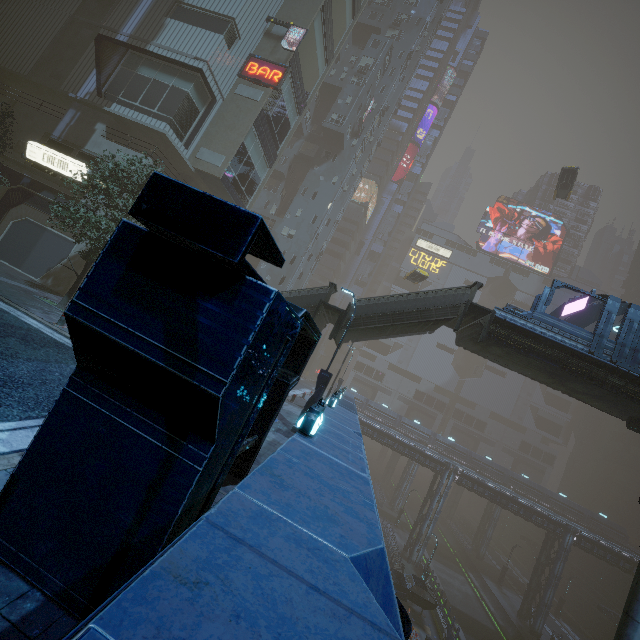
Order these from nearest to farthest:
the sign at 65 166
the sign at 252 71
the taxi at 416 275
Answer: the sign at 65 166 → the sign at 252 71 → the taxi at 416 275

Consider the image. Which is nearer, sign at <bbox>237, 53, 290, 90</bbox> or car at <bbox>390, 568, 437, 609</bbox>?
sign at <bbox>237, 53, 290, 90</bbox>

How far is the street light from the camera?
14.0m

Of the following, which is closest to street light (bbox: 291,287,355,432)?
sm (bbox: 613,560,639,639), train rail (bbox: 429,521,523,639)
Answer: sm (bbox: 613,560,639,639)

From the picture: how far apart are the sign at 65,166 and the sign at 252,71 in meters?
12.7 m

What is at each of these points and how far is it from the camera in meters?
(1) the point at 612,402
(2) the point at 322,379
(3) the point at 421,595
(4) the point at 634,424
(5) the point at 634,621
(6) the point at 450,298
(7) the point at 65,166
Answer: (1) bridge, 16.3 m
(2) street light, 14.3 m
(3) car, 27.3 m
(4) building structure, 16.4 m
(5) sm, 11.9 m
(6) stairs, 16.5 m
(7) sign, 20.2 m

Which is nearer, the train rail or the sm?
the sm

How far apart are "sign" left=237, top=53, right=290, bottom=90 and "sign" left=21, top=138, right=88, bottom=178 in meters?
12.7
